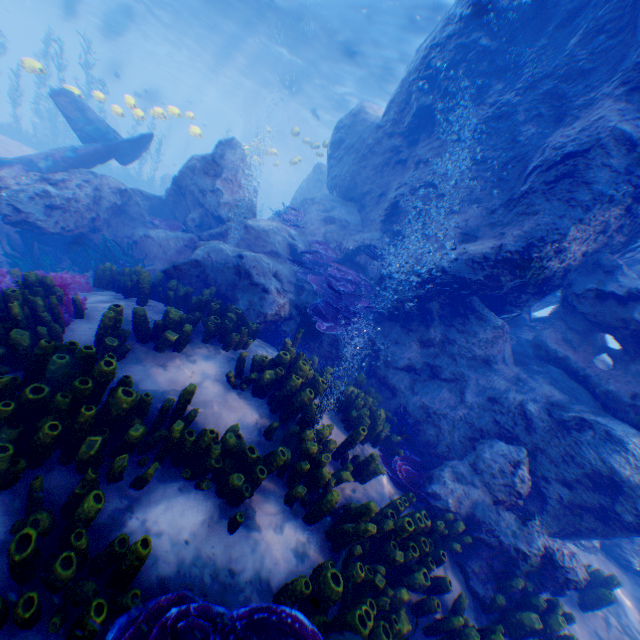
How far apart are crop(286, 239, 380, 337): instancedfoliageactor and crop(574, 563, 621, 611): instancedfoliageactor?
5.64m

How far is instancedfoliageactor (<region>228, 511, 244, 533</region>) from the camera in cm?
306

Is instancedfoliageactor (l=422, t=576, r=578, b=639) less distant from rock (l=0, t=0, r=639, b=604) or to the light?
rock (l=0, t=0, r=639, b=604)

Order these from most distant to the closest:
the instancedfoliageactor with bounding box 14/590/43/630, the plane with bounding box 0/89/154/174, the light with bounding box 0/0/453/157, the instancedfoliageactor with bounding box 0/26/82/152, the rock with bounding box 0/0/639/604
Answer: the instancedfoliageactor with bounding box 0/26/82/152
the light with bounding box 0/0/453/157
the plane with bounding box 0/89/154/174
the rock with bounding box 0/0/639/604
the instancedfoliageactor with bounding box 14/590/43/630

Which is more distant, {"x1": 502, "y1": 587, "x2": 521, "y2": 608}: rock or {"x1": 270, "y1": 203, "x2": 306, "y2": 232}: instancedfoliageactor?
{"x1": 270, "y1": 203, "x2": 306, "y2": 232}: instancedfoliageactor

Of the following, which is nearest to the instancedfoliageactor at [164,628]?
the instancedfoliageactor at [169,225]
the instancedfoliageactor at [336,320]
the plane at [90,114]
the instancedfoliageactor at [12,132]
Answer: the plane at [90,114]

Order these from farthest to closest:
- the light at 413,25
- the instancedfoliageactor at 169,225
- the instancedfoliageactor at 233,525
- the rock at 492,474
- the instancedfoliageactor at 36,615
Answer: the light at 413,25 → the instancedfoliageactor at 169,225 → the rock at 492,474 → the instancedfoliageactor at 233,525 → the instancedfoliageactor at 36,615

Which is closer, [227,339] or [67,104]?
[227,339]
